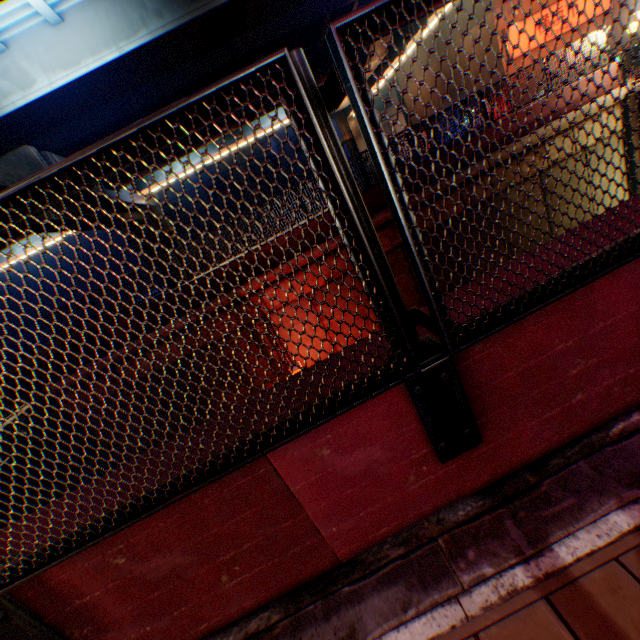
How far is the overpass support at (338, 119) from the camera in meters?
28.6 m

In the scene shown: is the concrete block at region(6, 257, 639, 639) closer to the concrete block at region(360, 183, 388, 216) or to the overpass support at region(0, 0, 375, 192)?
the overpass support at region(0, 0, 375, 192)

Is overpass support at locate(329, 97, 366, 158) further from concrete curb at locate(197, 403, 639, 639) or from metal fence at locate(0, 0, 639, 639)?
concrete curb at locate(197, 403, 639, 639)

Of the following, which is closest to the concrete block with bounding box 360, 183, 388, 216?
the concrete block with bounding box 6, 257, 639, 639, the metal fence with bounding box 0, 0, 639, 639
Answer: the metal fence with bounding box 0, 0, 639, 639

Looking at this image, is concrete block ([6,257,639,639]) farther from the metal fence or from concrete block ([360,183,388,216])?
concrete block ([360,183,388,216])

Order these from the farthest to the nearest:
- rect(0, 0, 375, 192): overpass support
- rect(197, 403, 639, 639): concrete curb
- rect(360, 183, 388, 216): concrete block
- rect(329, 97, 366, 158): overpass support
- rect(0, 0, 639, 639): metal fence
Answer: rect(329, 97, 366, 158): overpass support < rect(360, 183, 388, 216): concrete block < rect(0, 0, 375, 192): overpass support < rect(197, 403, 639, 639): concrete curb < rect(0, 0, 639, 639): metal fence

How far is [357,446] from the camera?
1.6 meters

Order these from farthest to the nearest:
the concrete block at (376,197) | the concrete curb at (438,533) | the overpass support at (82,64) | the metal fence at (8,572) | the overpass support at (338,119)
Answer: the overpass support at (338,119) < the concrete block at (376,197) < the overpass support at (82,64) < the concrete curb at (438,533) < the metal fence at (8,572)
